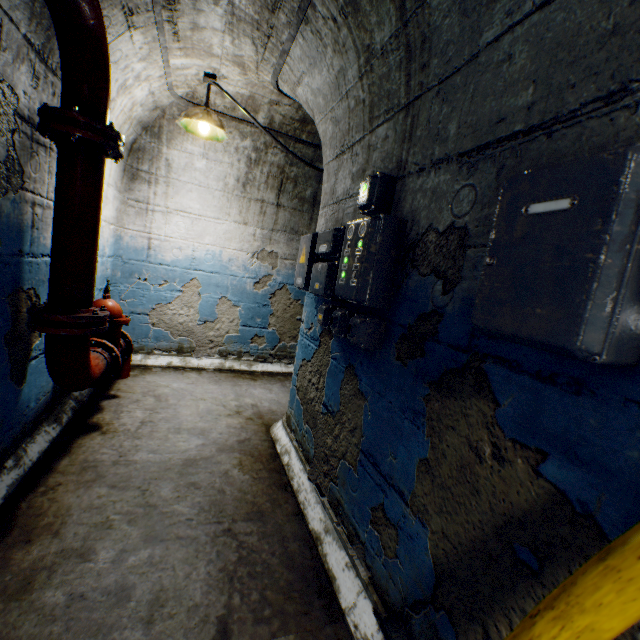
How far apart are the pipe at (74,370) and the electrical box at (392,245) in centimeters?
158cm

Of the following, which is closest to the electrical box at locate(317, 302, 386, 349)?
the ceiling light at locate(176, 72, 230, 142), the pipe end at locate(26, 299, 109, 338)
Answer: the pipe end at locate(26, 299, 109, 338)

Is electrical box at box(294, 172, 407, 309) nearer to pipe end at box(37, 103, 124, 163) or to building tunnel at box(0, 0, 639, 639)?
building tunnel at box(0, 0, 639, 639)

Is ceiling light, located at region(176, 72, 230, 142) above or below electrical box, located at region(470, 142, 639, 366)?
above

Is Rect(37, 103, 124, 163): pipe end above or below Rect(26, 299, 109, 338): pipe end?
above

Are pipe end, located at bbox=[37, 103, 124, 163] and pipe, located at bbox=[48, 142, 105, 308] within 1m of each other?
yes

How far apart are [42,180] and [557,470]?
2.64m

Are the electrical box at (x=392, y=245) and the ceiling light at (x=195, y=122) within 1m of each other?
no
